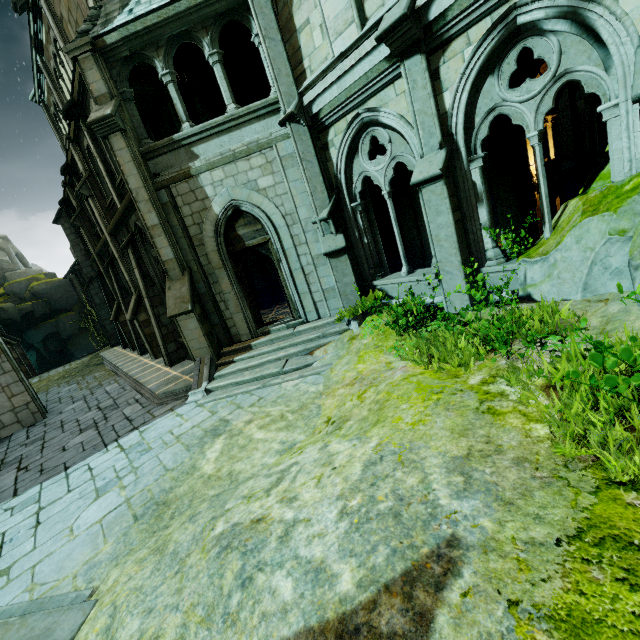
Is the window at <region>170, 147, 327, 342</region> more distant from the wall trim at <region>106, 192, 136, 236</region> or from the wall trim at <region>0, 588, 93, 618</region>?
the wall trim at <region>0, 588, 93, 618</region>

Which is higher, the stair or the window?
the window

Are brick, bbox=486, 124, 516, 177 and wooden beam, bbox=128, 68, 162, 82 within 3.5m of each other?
no

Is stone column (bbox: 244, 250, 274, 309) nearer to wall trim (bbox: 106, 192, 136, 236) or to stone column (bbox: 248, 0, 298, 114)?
wall trim (bbox: 106, 192, 136, 236)

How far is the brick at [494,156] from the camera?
8.0 meters

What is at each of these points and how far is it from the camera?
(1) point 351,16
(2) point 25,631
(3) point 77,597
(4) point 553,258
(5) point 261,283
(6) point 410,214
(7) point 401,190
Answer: (1) stone column, 6.3 meters
(2) stair, 3.6 meters
(3) wall trim, 3.8 meters
(4) rock, 5.4 meters
(5) stone column, 14.0 meters
(6) stone column, 10.6 meters
(7) brick, 10.5 meters

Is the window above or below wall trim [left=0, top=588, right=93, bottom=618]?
above

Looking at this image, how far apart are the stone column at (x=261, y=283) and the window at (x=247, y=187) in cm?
343
